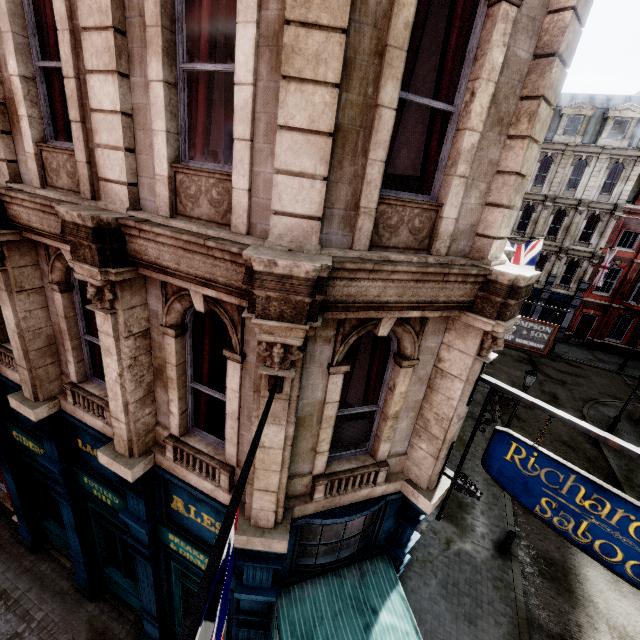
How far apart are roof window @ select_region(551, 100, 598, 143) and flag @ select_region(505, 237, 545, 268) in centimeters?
1825cm

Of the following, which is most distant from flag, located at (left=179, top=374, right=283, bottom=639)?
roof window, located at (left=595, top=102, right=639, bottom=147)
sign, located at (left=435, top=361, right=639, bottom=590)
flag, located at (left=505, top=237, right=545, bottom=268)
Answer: roof window, located at (left=595, top=102, right=639, bottom=147)

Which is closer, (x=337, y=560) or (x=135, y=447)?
(x=135, y=447)

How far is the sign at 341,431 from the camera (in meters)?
4.95

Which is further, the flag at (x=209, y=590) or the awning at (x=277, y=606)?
the awning at (x=277, y=606)

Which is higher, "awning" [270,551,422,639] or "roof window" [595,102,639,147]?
"roof window" [595,102,639,147]

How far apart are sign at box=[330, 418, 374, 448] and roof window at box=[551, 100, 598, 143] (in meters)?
33.98

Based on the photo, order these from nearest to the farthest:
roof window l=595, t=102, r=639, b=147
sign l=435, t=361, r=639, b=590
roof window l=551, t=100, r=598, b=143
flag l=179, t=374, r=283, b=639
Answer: flag l=179, t=374, r=283, b=639 → sign l=435, t=361, r=639, b=590 → roof window l=595, t=102, r=639, b=147 → roof window l=551, t=100, r=598, b=143
